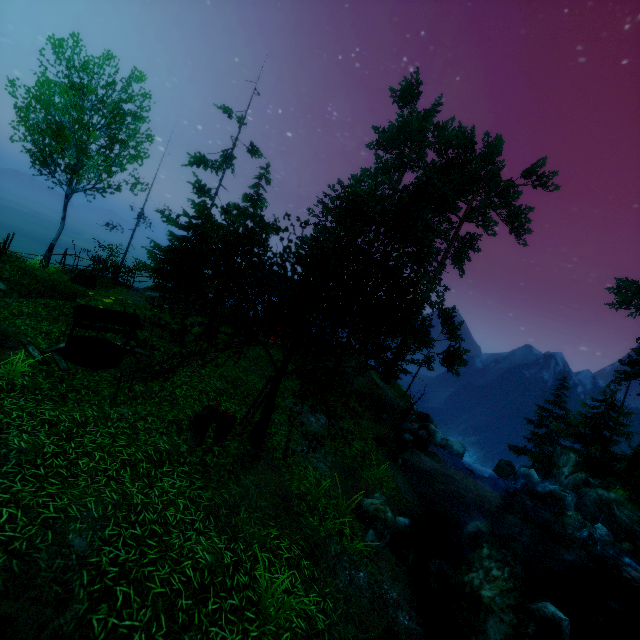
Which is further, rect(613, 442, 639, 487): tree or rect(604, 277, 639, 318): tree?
rect(604, 277, 639, 318): tree

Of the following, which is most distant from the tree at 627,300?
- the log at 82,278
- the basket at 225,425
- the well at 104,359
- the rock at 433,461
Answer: the log at 82,278

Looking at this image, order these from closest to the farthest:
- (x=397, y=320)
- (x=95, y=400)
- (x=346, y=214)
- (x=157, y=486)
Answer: (x=157, y=486) < (x=95, y=400) < (x=397, y=320) < (x=346, y=214)

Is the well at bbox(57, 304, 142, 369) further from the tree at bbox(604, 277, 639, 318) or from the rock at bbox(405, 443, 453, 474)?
the rock at bbox(405, 443, 453, 474)

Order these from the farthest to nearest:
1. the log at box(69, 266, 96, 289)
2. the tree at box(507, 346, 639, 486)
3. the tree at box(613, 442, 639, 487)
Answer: the tree at box(507, 346, 639, 486), the tree at box(613, 442, 639, 487), the log at box(69, 266, 96, 289)

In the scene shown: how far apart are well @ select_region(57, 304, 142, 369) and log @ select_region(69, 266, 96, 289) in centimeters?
703cm

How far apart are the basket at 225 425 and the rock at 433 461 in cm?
1357

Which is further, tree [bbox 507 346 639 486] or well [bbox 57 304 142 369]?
tree [bbox 507 346 639 486]
